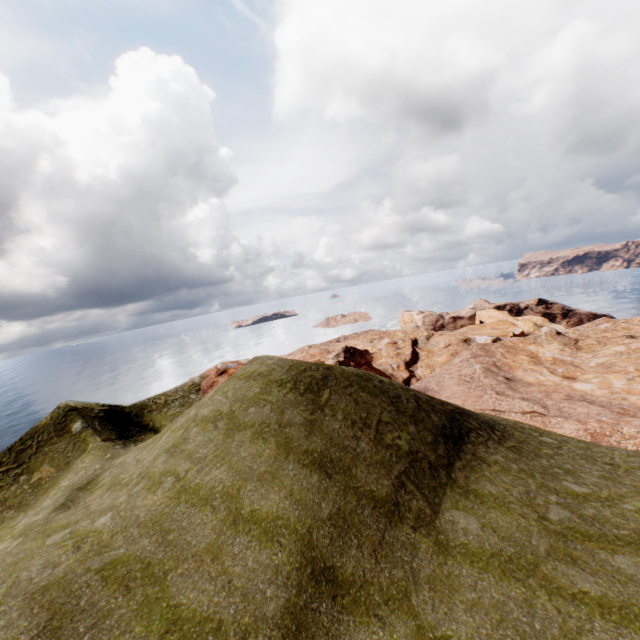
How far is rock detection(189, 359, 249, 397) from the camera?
35.73m

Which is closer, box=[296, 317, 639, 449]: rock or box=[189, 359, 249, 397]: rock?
box=[296, 317, 639, 449]: rock

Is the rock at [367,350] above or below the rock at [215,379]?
below

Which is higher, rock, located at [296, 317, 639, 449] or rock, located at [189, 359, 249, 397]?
rock, located at [189, 359, 249, 397]

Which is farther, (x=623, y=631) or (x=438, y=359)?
(x=438, y=359)

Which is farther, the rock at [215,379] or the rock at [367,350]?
the rock at [215,379]
